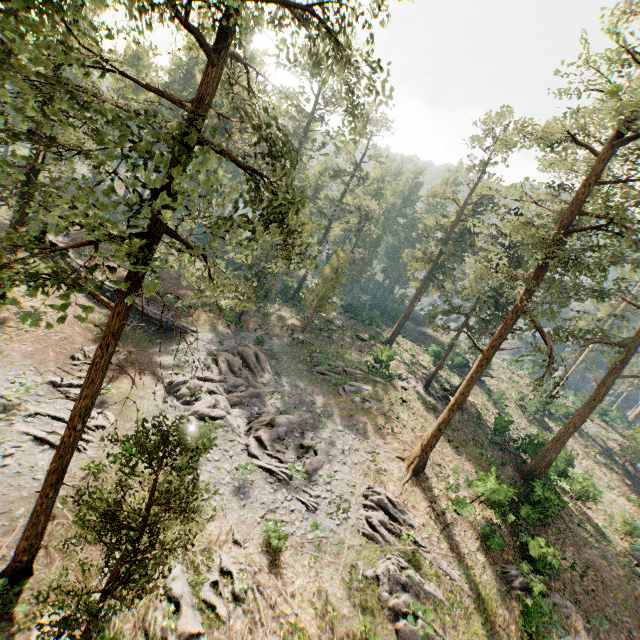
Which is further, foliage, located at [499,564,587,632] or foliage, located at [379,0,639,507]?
foliage, located at [379,0,639,507]

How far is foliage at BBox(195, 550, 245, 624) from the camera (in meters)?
12.91

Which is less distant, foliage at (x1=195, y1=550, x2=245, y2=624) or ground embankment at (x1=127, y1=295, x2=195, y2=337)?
foliage at (x1=195, y1=550, x2=245, y2=624)

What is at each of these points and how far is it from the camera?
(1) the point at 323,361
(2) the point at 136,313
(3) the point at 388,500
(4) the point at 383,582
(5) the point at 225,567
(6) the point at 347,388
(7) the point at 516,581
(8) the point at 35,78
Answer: (1) foliage, 30.7 meters
(2) ground embankment, 30.7 meters
(3) foliage, 20.1 meters
(4) foliage, 16.7 meters
(5) foliage, 14.6 meters
(6) foliage, 29.7 meters
(7) foliage, 19.3 meters
(8) foliage, 49.6 meters

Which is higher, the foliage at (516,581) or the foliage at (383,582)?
the foliage at (516,581)
